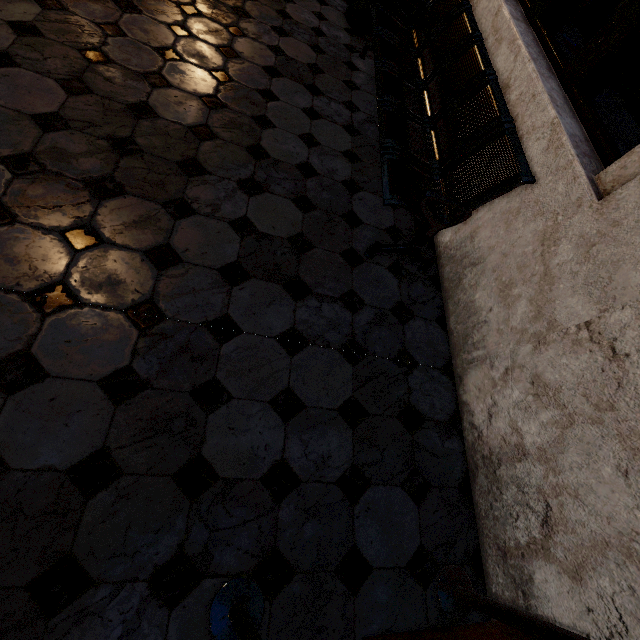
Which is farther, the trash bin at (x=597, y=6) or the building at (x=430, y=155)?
the trash bin at (x=597, y=6)

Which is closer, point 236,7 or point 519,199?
point 519,199

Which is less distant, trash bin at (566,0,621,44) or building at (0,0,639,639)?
building at (0,0,639,639)
